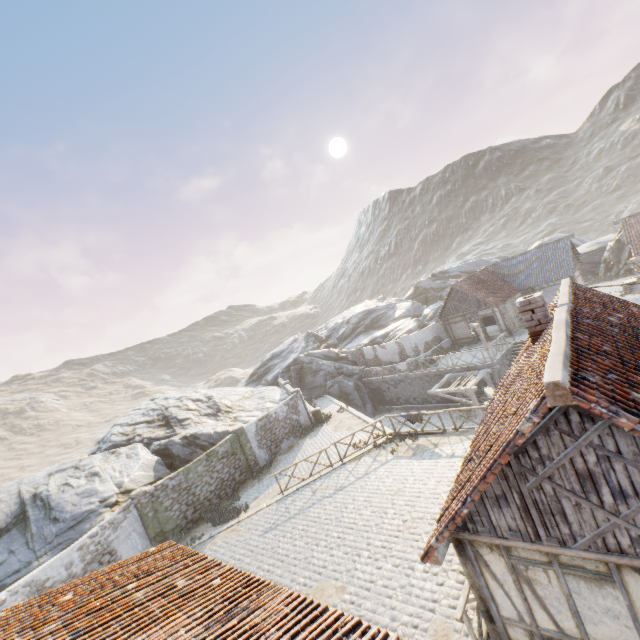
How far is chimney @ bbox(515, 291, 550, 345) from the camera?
7.58m

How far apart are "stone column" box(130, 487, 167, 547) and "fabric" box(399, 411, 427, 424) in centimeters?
1353cm

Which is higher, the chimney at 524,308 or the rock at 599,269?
the chimney at 524,308

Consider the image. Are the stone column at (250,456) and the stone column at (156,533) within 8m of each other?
yes

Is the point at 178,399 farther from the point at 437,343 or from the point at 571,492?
the point at 571,492

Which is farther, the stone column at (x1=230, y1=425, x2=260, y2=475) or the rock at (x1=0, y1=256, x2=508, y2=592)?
the stone column at (x1=230, y1=425, x2=260, y2=475)

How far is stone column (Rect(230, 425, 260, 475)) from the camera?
20.7 meters

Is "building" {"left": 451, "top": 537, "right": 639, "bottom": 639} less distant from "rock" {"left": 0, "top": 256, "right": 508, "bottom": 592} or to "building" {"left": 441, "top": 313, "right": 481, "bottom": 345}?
"rock" {"left": 0, "top": 256, "right": 508, "bottom": 592}
